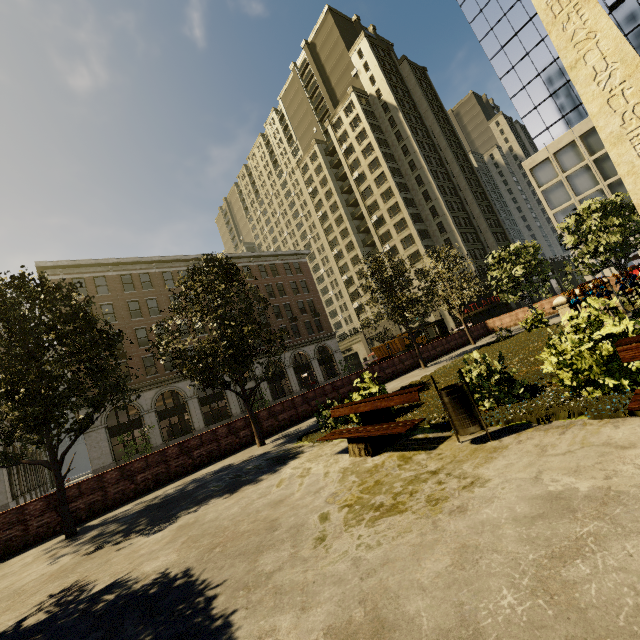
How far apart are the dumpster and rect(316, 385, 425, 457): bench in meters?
0.5 m

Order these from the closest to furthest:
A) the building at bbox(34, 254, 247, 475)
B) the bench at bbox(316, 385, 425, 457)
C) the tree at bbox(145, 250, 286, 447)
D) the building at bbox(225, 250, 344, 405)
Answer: the bench at bbox(316, 385, 425, 457) < the tree at bbox(145, 250, 286, 447) < the building at bbox(34, 254, 247, 475) < the building at bbox(225, 250, 344, 405)

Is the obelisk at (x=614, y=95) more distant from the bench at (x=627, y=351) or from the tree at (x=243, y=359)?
the bench at (x=627, y=351)

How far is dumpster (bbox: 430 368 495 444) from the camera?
4.7m

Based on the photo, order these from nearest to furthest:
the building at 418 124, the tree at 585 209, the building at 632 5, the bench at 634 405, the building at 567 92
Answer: the bench at 634 405, the tree at 585 209, the building at 632 5, the building at 567 92, the building at 418 124

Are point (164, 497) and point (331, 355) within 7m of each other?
no

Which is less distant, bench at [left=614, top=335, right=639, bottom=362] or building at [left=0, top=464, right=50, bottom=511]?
Result: bench at [left=614, top=335, right=639, bottom=362]

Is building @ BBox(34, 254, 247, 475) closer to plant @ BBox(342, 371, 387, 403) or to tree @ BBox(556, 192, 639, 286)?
tree @ BBox(556, 192, 639, 286)
